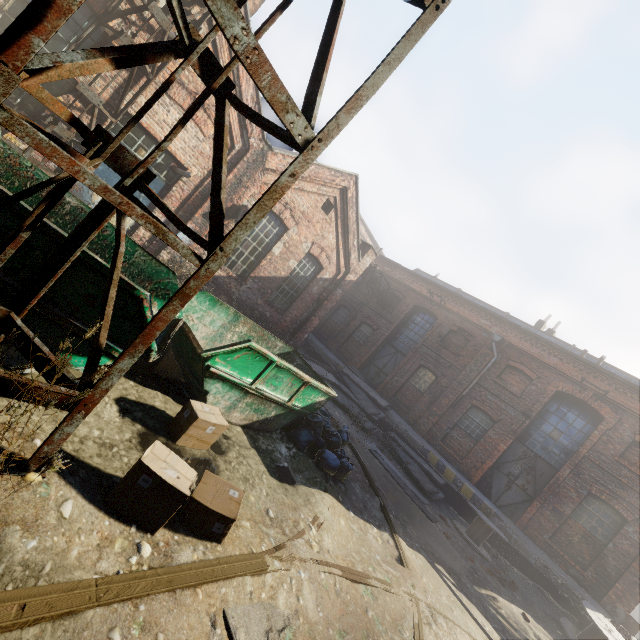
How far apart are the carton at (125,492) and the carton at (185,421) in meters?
0.7 m

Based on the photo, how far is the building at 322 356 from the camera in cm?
1948

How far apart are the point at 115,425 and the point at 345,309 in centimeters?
1999cm

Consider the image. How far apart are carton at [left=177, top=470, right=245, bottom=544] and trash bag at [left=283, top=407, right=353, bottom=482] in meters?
3.0 m

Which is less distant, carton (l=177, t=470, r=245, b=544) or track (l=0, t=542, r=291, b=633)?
track (l=0, t=542, r=291, b=633)

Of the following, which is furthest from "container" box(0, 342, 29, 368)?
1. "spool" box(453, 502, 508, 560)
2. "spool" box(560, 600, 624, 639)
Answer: "spool" box(560, 600, 624, 639)

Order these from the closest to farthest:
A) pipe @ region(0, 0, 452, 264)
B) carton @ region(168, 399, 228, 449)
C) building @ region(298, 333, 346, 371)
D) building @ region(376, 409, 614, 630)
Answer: pipe @ region(0, 0, 452, 264) → carton @ region(168, 399, 228, 449) → building @ region(376, 409, 614, 630) → building @ region(298, 333, 346, 371)

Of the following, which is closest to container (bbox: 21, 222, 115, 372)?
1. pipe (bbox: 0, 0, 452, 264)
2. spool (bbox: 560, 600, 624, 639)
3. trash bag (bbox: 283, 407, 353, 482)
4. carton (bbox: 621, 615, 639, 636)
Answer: trash bag (bbox: 283, 407, 353, 482)
